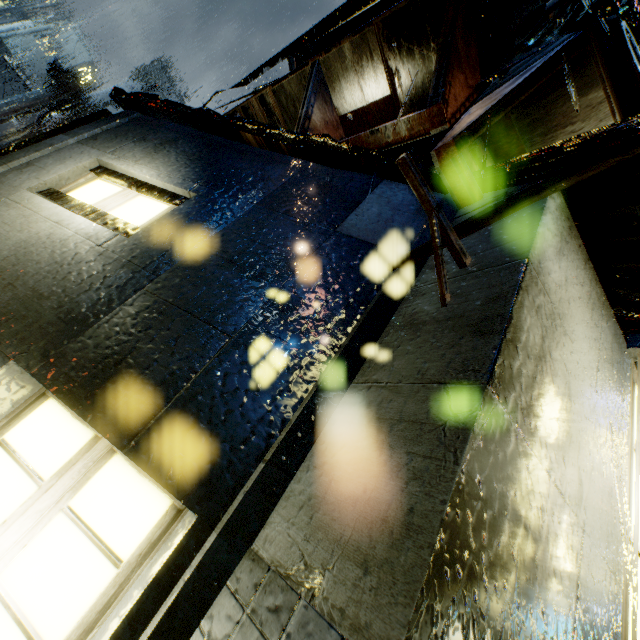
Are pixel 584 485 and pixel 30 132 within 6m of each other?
no
